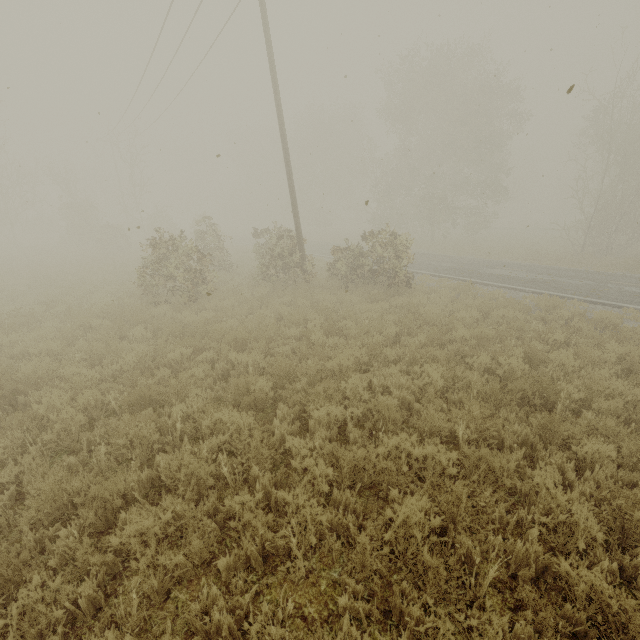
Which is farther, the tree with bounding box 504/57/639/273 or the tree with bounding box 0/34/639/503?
the tree with bounding box 504/57/639/273

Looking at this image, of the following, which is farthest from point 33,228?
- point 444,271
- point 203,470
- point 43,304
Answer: point 203,470

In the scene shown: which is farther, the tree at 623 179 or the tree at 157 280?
the tree at 623 179
